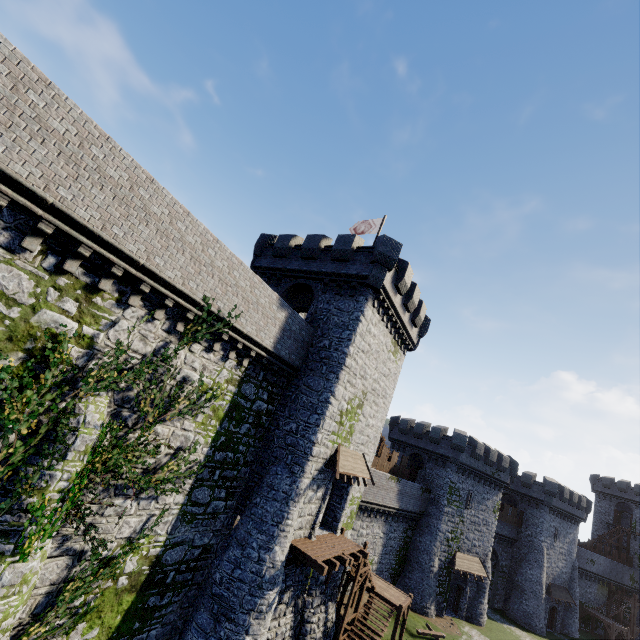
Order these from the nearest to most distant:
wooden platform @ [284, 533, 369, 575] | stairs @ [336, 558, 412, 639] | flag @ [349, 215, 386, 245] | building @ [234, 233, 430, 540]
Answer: wooden platform @ [284, 533, 369, 575] < building @ [234, 233, 430, 540] < stairs @ [336, 558, 412, 639] < flag @ [349, 215, 386, 245]

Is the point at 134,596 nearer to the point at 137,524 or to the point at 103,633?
the point at 103,633

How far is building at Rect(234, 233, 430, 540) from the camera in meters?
16.8

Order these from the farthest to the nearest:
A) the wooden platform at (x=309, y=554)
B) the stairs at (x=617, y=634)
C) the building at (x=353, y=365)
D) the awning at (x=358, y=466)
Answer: the stairs at (x=617, y=634) < the awning at (x=358, y=466) < the building at (x=353, y=365) < the wooden platform at (x=309, y=554)

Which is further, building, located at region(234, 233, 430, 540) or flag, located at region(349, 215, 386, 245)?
flag, located at region(349, 215, 386, 245)

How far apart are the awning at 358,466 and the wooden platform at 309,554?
3.1 meters

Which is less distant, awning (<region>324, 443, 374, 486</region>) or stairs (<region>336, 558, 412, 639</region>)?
awning (<region>324, 443, 374, 486</region>)

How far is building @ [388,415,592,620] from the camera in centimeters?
3369cm
